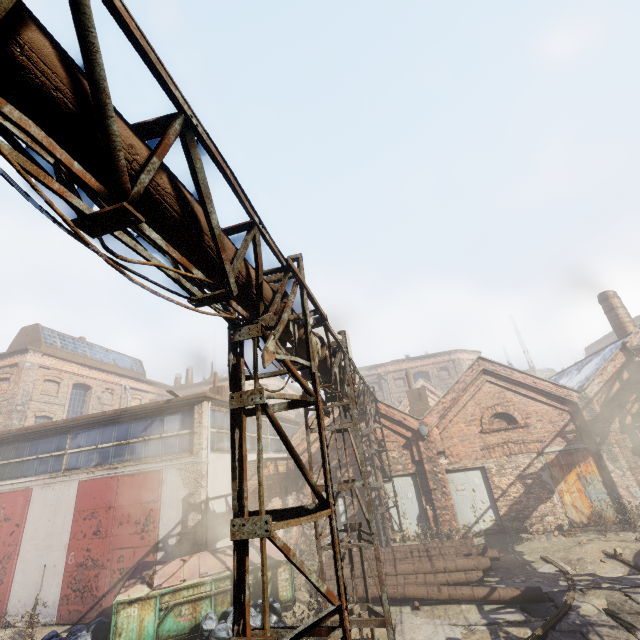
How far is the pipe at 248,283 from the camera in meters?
4.0 m

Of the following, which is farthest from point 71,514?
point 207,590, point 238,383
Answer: point 238,383

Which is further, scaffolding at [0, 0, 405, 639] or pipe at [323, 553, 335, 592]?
pipe at [323, 553, 335, 592]

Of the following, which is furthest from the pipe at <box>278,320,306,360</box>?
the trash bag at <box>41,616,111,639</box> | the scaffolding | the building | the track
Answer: the trash bag at <box>41,616,111,639</box>

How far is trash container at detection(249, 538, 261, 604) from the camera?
8.8m

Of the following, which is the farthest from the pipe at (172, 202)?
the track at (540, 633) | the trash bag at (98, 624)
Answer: the trash bag at (98, 624)

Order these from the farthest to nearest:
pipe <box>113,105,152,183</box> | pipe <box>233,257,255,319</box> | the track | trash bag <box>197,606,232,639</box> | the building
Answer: the building → trash bag <box>197,606,232,639</box> → the track → pipe <box>233,257,255,319</box> → pipe <box>113,105,152,183</box>

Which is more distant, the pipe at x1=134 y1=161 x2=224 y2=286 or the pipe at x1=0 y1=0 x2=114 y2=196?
the pipe at x1=134 y1=161 x2=224 y2=286
